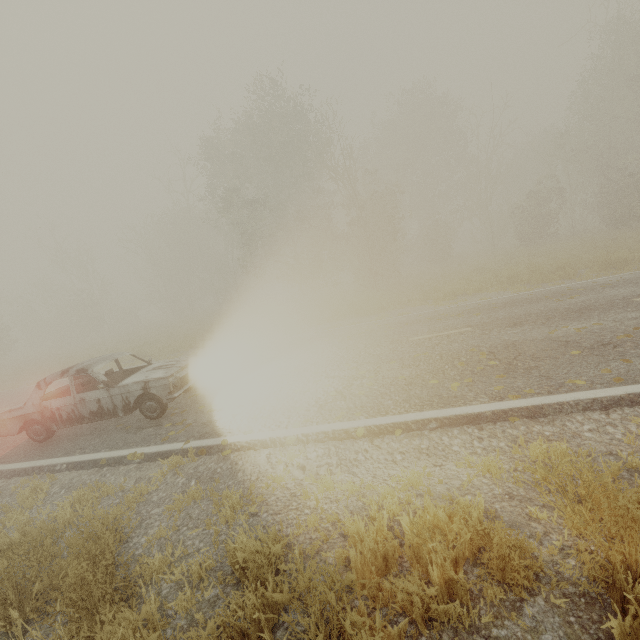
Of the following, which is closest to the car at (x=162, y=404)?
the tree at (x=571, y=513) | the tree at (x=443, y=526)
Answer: the tree at (x=443, y=526)

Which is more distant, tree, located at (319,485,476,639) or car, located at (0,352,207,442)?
car, located at (0,352,207,442)

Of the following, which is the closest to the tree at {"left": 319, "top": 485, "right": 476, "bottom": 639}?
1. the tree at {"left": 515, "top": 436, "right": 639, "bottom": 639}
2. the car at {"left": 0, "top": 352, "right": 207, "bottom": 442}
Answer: the car at {"left": 0, "top": 352, "right": 207, "bottom": 442}

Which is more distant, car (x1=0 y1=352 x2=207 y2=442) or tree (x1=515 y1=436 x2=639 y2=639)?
car (x1=0 y1=352 x2=207 y2=442)

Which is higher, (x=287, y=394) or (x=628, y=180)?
(x=628, y=180)

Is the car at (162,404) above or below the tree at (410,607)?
above

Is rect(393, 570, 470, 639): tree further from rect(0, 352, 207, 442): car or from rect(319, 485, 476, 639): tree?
rect(0, 352, 207, 442): car
